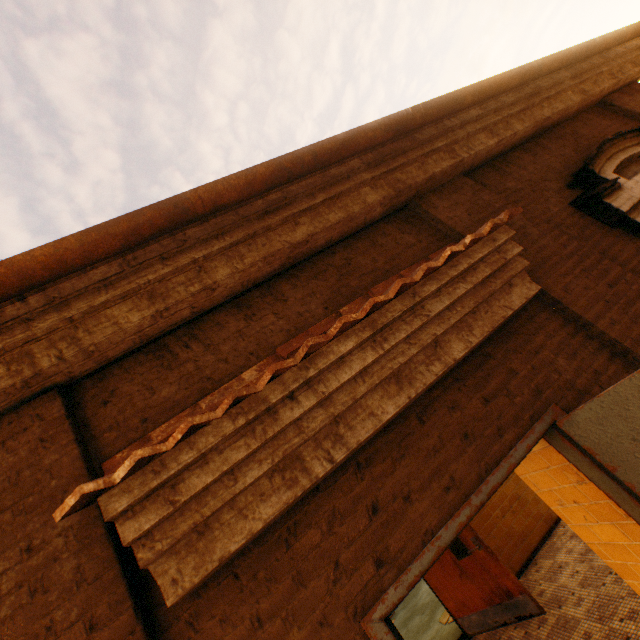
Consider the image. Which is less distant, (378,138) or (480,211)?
(378,138)

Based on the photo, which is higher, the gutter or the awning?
the gutter

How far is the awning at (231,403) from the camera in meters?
1.4 m

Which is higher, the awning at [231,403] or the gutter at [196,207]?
the gutter at [196,207]

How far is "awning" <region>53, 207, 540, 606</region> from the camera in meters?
1.4
